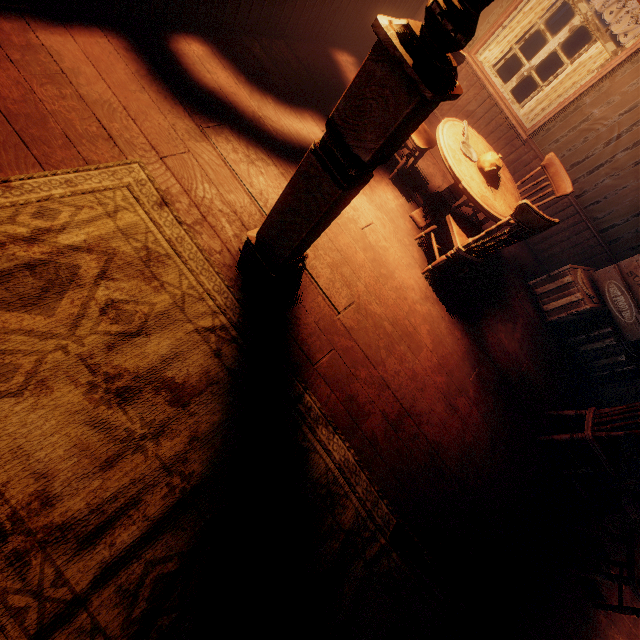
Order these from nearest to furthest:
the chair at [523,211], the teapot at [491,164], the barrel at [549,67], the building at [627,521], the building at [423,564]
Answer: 1. the building at [423,564]
2. the chair at [523,211]
3. the teapot at [491,164]
4. the building at [627,521]
5. the barrel at [549,67]

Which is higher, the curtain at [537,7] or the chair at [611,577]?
the curtain at [537,7]

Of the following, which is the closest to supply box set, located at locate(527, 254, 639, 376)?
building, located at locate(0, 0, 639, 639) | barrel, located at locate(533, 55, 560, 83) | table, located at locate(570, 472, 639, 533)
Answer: building, located at locate(0, 0, 639, 639)

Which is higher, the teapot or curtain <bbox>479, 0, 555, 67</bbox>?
curtain <bbox>479, 0, 555, 67</bbox>

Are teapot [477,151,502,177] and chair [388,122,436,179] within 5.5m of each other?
yes

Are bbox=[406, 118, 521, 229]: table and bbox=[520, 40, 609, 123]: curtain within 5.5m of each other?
yes

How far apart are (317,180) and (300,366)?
1.3m

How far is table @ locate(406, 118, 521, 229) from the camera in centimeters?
321cm
